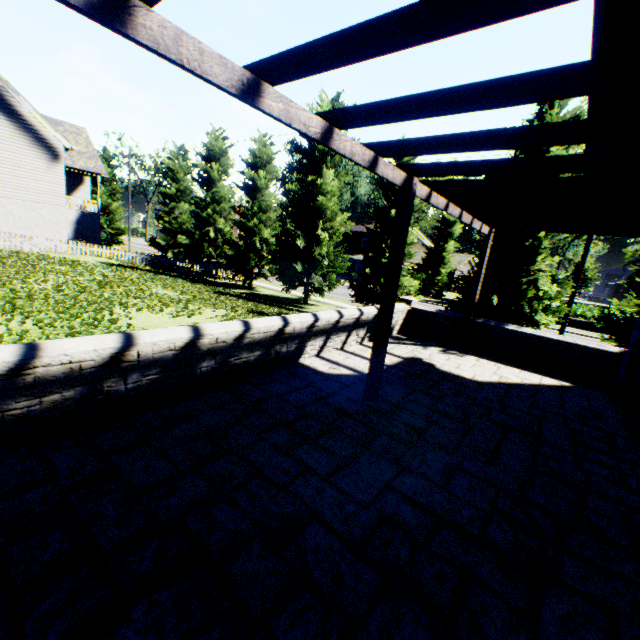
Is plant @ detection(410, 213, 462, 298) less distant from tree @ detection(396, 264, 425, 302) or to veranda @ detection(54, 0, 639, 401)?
tree @ detection(396, 264, 425, 302)

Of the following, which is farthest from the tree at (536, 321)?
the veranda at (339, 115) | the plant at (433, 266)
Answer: the veranda at (339, 115)

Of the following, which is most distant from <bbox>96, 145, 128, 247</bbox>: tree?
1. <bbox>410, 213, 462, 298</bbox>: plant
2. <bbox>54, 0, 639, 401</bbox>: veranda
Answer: <bbox>54, 0, 639, 401</bbox>: veranda

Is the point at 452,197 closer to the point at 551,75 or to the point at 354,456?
the point at 551,75

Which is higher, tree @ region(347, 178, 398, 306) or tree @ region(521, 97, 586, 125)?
tree @ region(521, 97, 586, 125)

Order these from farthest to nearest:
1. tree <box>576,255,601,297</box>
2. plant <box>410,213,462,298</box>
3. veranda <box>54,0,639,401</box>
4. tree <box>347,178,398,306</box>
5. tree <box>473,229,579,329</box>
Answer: tree <box>576,255,601,297</box>, plant <box>410,213,462,298</box>, tree <box>347,178,398,306</box>, tree <box>473,229,579,329</box>, veranda <box>54,0,639,401</box>

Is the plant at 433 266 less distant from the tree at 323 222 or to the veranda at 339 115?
the tree at 323 222

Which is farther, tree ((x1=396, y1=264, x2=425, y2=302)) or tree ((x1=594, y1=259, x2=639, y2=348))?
tree ((x1=396, y1=264, x2=425, y2=302))
